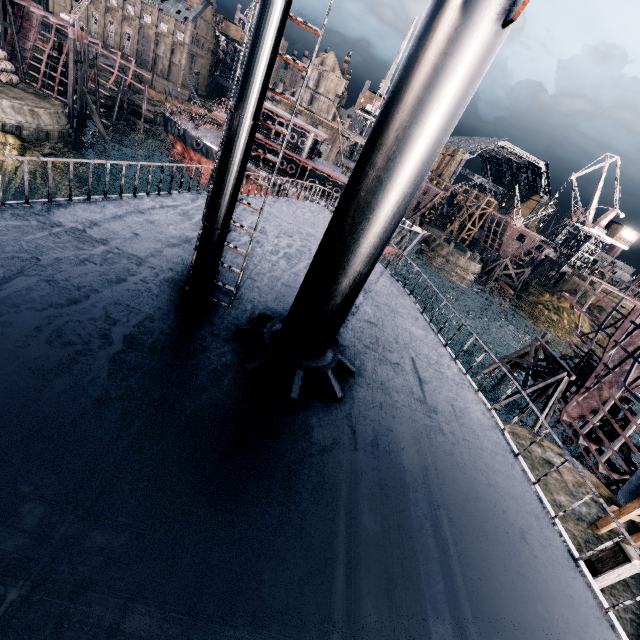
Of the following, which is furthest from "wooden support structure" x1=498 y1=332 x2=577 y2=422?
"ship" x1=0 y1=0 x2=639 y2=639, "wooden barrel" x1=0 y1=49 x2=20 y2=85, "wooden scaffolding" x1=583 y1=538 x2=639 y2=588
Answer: "wooden barrel" x1=0 y1=49 x2=20 y2=85

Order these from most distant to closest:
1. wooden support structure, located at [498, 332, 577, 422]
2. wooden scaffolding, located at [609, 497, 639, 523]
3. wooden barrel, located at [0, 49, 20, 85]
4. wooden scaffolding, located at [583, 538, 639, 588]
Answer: wooden barrel, located at [0, 49, 20, 85], wooden support structure, located at [498, 332, 577, 422], wooden scaffolding, located at [609, 497, 639, 523], wooden scaffolding, located at [583, 538, 639, 588]

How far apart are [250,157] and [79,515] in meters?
49.7 m

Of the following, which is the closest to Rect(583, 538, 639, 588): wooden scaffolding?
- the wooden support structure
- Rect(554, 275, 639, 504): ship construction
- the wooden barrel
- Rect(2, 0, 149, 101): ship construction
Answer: Rect(554, 275, 639, 504): ship construction

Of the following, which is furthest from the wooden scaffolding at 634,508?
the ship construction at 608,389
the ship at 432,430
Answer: the ship at 432,430

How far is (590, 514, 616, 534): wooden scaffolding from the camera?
15.5 meters

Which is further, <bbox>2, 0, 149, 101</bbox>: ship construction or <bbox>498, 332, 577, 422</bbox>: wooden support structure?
<bbox>2, 0, 149, 101</bbox>: ship construction

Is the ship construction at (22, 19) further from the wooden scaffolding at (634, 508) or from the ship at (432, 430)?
the wooden scaffolding at (634, 508)
